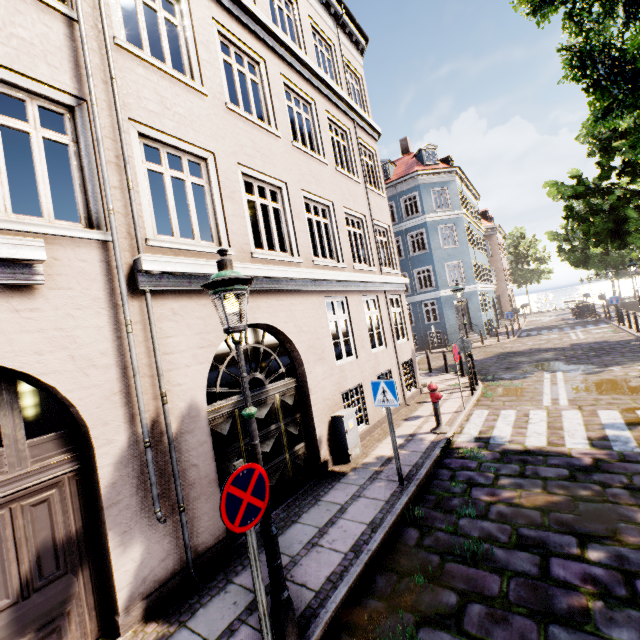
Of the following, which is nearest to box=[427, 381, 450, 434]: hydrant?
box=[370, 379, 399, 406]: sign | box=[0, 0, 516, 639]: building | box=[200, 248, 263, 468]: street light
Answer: box=[370, 379, 399, 406]: sign

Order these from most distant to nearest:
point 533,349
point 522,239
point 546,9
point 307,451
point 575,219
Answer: →
1. point 522,239
2. point 533,349
3. point 575,219
4. point 307,451
5. point 546,9

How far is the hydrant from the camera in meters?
7.9 m

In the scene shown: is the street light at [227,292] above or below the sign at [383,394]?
above

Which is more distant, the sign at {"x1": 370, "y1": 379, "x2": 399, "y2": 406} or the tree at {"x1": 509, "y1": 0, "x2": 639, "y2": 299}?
the sign at {"x1": 370, "y1": 379, "x2": 399, "y2": 406}

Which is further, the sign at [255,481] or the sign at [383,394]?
the sign at [383,394]

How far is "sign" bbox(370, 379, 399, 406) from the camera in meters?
5.7

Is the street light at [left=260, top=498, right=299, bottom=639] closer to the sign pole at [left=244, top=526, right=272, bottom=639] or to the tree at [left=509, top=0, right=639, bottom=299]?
the sign pole at [left=244, top=526, right=272, bottom=639]
